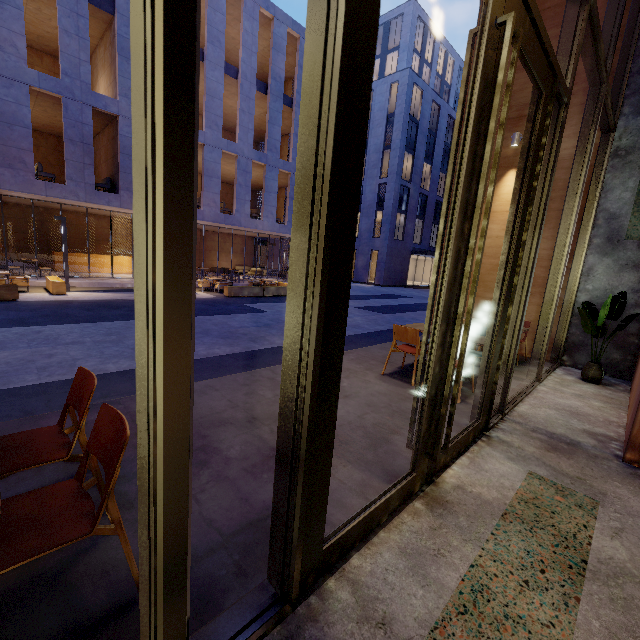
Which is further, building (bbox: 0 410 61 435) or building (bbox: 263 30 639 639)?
building (bbox: 0 410 61 435)

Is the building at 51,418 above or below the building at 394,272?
below

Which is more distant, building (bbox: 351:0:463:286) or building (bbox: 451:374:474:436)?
building (bbox: 351:0:463:286)

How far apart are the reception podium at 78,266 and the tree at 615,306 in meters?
22.4 m

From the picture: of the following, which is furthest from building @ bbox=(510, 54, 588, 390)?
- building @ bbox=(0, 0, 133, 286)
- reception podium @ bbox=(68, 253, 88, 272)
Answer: reception podium @ bbox=(68, 253, 88, 272)

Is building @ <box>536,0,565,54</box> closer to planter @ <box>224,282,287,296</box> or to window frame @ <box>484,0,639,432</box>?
window frame @ <box>484,0,639,432</box>

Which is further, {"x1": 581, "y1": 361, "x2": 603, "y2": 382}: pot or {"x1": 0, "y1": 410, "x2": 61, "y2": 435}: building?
{"x1": 581, "y1": 361, "x2": 603, "y2": 382}: pot

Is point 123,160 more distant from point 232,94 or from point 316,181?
point 316,181
